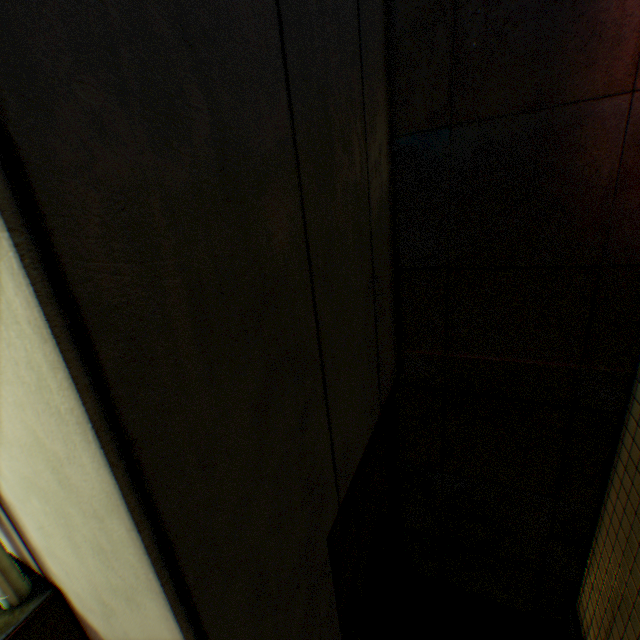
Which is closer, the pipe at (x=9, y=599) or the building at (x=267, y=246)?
the building at (x=267, y=246)

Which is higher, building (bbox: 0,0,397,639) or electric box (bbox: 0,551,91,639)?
building (bbox: 0,0,397,639)

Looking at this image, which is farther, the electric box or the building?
the electric box

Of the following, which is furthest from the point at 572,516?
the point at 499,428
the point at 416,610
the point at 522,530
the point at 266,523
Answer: the point at 266,523

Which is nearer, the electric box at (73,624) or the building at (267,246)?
the building at (267,246)

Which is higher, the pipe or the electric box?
the pipe

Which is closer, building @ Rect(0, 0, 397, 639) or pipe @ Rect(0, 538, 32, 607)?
building @ Rect(0, 0, 397, 639)
